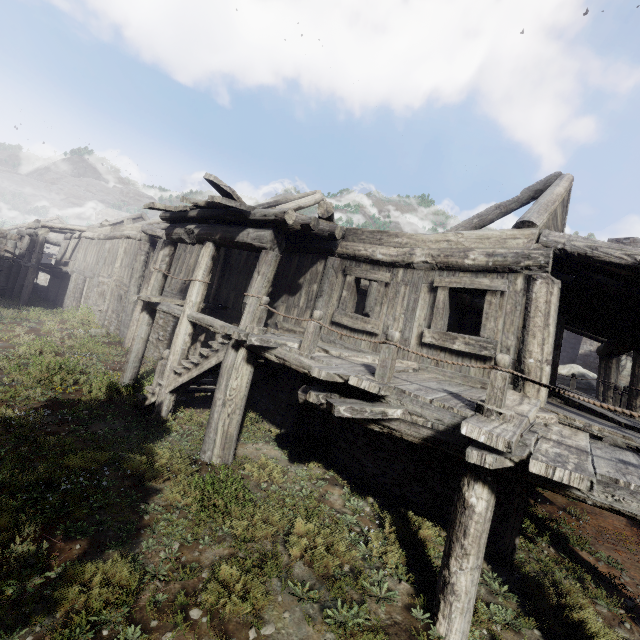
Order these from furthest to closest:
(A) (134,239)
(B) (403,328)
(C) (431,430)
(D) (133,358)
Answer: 1. (A) (134,239)
2. (D) (133,358)
3. (B) (403,328)
4. (C) (431,430)

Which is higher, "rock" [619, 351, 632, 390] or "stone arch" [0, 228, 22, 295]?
"rock" [619, 351, 632, 390]

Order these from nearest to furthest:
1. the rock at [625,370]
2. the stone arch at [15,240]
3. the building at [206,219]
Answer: the building at [206,219] → the rock at [625,370] → the stone arch at [15,240]

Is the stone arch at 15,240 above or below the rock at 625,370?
below

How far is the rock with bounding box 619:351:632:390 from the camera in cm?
1375

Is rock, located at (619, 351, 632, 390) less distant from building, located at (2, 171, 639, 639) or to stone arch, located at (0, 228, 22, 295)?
building, located at (2, 171, 639, 639)

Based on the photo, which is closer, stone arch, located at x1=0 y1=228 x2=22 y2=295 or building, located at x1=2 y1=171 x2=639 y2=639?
building, located at x1=2 y1=171 x2=639 y2=639

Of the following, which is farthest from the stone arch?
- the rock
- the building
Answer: the rock
